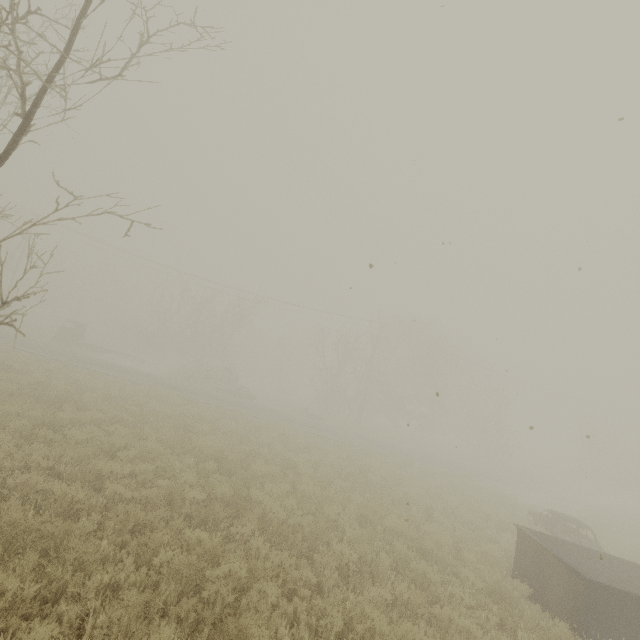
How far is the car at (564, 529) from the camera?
12.4 meters

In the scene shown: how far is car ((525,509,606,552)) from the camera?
12.4m

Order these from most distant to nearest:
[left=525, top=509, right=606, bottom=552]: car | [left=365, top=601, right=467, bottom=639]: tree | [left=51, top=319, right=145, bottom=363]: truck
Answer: [left=51, top=319, right=145, bottom=363]: truck, [left=525, top=509, right=606, bottom=552]: car, [left=365, top=601, right=467, bottom=639]: tree

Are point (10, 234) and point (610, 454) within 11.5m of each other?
no

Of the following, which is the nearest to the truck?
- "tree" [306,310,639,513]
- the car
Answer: "tree" [306,310,639,513]

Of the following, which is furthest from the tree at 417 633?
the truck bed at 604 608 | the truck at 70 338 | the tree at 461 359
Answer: the tree at 461 359

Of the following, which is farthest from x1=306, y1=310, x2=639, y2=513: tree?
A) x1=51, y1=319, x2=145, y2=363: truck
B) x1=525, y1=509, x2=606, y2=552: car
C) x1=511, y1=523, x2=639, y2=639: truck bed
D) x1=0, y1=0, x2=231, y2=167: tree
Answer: x1=0, y1=0, x2=231, y2=167: tree

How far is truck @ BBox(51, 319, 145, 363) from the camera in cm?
2983
